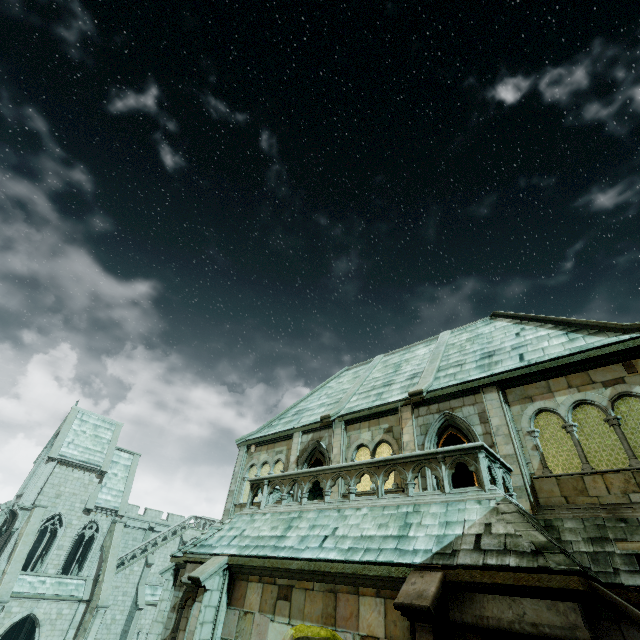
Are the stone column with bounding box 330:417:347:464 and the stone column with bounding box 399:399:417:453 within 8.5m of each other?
yes

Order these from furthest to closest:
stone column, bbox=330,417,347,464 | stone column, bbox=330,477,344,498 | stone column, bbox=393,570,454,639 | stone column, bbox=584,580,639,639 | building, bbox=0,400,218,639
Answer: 1. building, bbox=0,400,218,639
2. stone column, bbox=330,417,347,464
3. stone column, bbox=330,477,344,498
4. stone column, bbox=393,570,454,639
5. stone column, bbox=584,580,639,639

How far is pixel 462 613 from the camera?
5.73m

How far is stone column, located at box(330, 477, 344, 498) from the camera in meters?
12.5 m

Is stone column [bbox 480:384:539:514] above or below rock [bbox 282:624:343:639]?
above

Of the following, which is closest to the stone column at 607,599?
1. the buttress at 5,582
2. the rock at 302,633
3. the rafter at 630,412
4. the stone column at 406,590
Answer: the rock at 302,633

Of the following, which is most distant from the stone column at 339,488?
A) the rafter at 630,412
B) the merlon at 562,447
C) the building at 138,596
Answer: the merlon at 562,447

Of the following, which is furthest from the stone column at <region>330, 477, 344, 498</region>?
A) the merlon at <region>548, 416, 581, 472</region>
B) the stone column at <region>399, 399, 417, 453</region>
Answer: the merlon at <region>548, 416, 581, 472</region>
